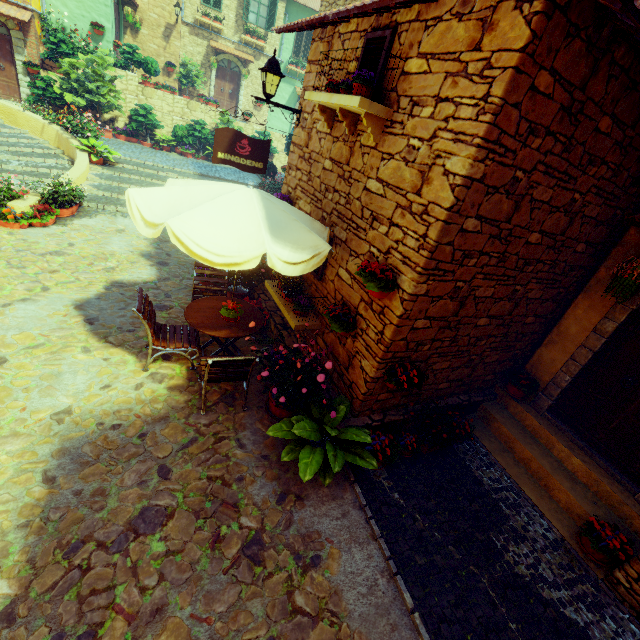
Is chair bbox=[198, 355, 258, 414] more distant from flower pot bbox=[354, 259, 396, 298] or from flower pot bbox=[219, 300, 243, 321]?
flower pot bbox=[354, 259, 396, 298]

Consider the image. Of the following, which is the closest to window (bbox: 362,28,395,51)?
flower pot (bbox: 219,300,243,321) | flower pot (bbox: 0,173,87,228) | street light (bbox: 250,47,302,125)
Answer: street light (bbox: 250,47,302,125)

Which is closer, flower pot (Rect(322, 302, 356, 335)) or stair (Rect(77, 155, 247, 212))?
flower pot (Rect(322, 302, 356, 335))

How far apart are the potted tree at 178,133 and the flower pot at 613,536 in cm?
1956

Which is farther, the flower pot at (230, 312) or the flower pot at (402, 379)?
the flower pot at (230, 312)

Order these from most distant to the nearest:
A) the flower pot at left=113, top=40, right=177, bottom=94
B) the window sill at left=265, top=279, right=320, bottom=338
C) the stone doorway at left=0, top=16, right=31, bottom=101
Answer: the flower pot at left=113, top=40, right=177, bottom=94, the stone doorway at left=0, top=16, right=31, bottom=101, the window sill at left=265, top=279, right=320, bottom=338

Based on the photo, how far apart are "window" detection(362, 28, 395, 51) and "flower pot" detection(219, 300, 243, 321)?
3.3m

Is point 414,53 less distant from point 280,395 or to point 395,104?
point 395,104
